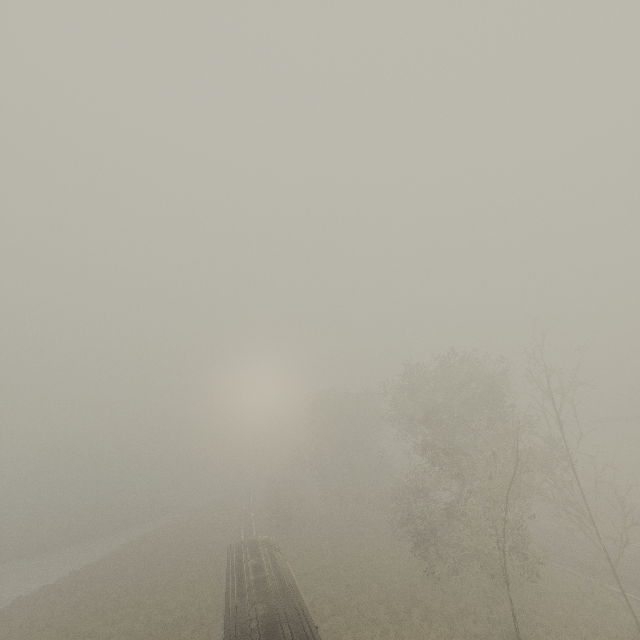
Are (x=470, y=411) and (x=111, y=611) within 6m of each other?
no

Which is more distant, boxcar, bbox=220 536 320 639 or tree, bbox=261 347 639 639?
tree, bbox=261 347 639 639

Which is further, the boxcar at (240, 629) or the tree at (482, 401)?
the tree at (482, 401)
